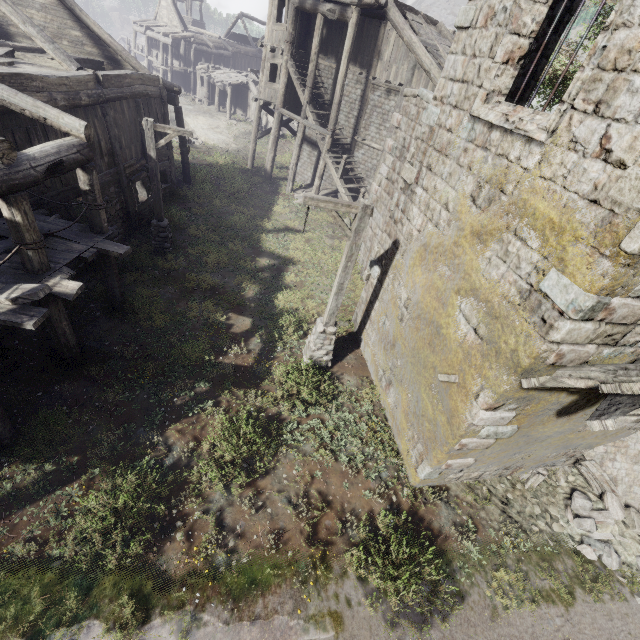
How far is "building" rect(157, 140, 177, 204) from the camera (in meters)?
15.82

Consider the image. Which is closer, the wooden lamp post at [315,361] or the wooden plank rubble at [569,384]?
the wooden plank rubble at [569,384]

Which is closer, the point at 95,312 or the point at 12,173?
the point at 12,173

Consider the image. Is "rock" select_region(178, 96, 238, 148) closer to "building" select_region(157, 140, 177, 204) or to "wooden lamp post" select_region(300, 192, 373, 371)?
"building" select_region(157, 140, 177, 204)

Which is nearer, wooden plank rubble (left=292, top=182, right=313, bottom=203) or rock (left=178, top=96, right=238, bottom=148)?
wooden plank rubble (left=292, top=182, right=313, bottom=203)

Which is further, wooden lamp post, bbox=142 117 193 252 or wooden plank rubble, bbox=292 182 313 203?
wooden plank rubble, bbox=292 182 313 203

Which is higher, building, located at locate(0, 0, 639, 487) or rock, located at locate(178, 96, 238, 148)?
building, located at locate(0, 0, 639, 487)

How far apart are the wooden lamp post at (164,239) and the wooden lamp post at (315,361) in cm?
628
